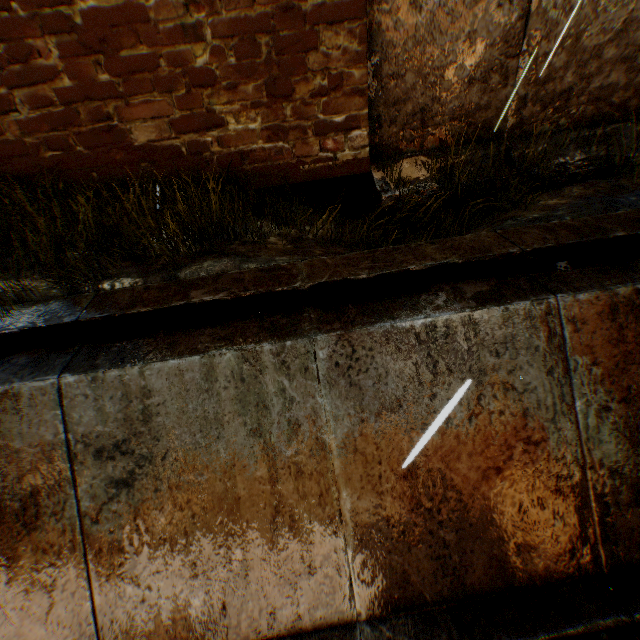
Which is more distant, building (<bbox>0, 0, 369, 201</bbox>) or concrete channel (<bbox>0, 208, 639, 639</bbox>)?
building (<bbox>0, 0, 369, 201</bbox>)

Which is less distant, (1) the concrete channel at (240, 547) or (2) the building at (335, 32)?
(1) the concrete channel at (240, 547)

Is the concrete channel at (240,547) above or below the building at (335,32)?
below

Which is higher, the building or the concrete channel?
the building

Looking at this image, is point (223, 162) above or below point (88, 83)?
below
